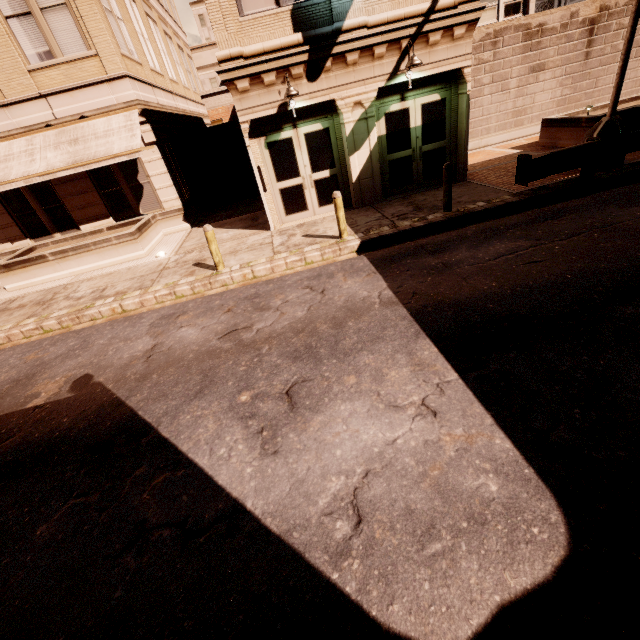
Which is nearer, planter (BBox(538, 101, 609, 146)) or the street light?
the street light

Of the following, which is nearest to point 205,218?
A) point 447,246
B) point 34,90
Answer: point 34,90

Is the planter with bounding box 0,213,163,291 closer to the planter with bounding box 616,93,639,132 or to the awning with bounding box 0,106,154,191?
the awning with bounding box 0,106,154,191

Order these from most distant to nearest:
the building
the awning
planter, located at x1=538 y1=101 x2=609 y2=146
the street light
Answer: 1. planter, located at x1=538 y1=101 x2=609 y2=146
2. the awning
3. the building
4. the street light

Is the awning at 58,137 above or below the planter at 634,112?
above

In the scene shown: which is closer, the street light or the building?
the street light

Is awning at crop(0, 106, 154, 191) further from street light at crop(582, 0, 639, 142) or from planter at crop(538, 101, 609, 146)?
planter at crop(538, 101, 609, 146)

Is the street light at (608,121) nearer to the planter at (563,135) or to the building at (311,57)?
the planter at (563,135)
